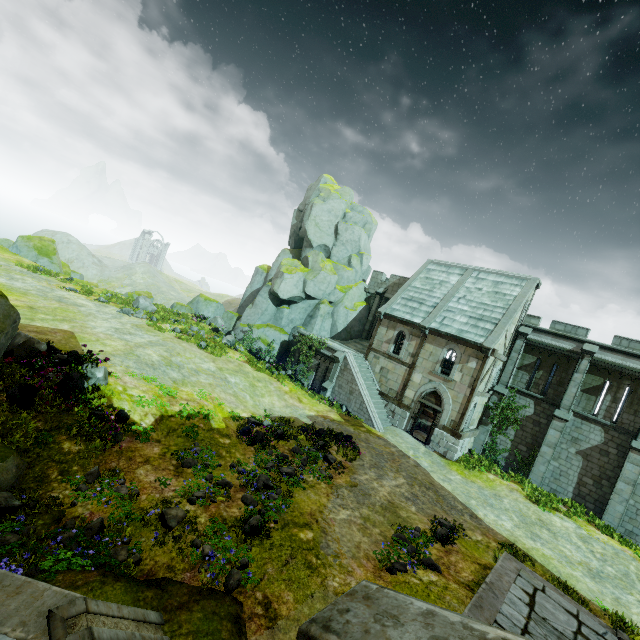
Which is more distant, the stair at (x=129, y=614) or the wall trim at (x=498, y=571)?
the wall trim at (x=498, y=571)

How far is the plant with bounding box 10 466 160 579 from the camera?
6.1m

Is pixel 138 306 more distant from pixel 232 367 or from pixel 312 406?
pixel 312 406

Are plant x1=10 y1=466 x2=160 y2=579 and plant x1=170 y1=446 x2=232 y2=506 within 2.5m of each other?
yes

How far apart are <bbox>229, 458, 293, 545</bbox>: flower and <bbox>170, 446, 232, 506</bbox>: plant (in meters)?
0.50

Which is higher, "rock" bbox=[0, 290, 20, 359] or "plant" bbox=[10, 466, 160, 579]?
"rock" bbox=[0, 290, 20, 359]

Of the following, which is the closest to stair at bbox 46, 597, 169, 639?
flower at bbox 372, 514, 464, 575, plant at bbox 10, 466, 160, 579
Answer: plant at bbox 10, 466, 160, 579

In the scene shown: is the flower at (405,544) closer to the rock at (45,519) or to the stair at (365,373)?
the rock at (45,519)
